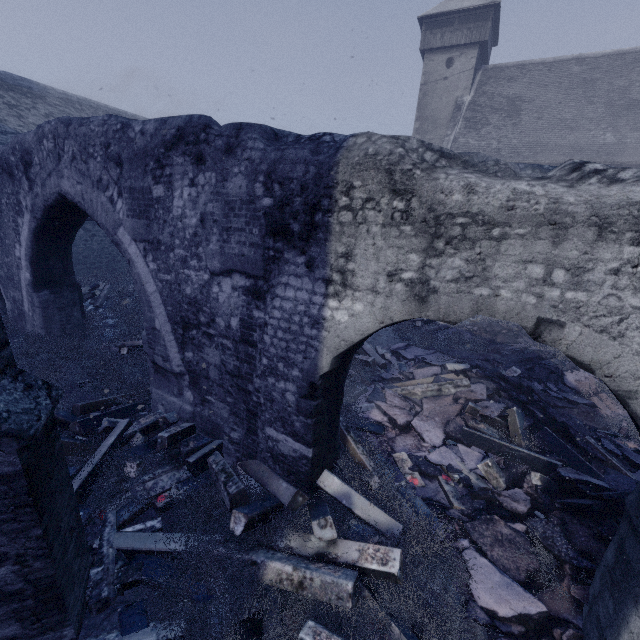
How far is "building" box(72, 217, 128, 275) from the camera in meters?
14.2 m

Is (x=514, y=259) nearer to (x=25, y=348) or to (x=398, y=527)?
(x=398, y=527)

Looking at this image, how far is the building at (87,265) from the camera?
14.2m

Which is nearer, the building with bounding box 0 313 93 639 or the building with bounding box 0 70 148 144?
the building with bounding box 0 313 93 639

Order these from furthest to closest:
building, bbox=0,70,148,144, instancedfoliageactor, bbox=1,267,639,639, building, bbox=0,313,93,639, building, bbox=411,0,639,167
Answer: building, bbox=411,0,639,167
building, bbox=0,70,148,144
instancedfoliageactor, bbox=1,267,639,639
building, bbox=0,313,93,639

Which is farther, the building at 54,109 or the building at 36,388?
the building at 54,109
